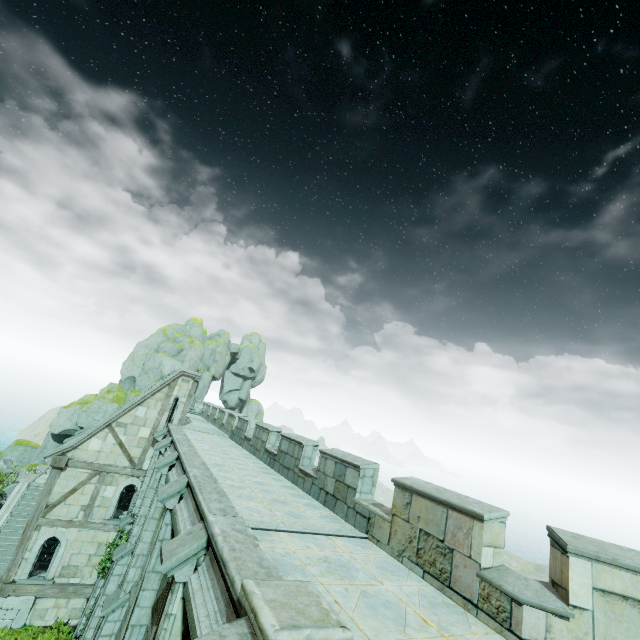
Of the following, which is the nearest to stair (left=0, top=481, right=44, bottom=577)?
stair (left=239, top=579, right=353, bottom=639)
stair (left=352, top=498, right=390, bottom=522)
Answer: stair (left=352, top=498, right=390, bottom=522)

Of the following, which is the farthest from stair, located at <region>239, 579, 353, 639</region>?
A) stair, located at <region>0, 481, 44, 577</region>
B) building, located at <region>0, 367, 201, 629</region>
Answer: stair, located at <region>0, 481, 44, 577</region>

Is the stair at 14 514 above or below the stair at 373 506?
below

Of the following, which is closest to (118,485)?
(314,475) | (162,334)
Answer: (314,475)

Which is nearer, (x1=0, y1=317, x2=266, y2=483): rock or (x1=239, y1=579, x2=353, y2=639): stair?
(x1=239, y1=579, x2=353, y2=639): stair

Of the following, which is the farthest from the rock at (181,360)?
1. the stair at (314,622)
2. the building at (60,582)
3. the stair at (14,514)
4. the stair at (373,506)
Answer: the stair at (314,622)

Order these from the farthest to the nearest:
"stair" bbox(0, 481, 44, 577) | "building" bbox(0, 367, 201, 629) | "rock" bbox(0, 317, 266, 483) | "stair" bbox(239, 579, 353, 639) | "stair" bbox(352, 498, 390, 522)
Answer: "rock" bbox(0, 317, 266, 483) < "stair" bbox(0, 481, 44, 577) < "building" bbox(0, 367, 201, 629) < "stair" bbox(352, 498, 390, 522) < "stair" bbox(239, 579, 353, 639)

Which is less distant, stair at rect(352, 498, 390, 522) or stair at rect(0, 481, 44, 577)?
stair at rect(352, 498, 390, 522)
